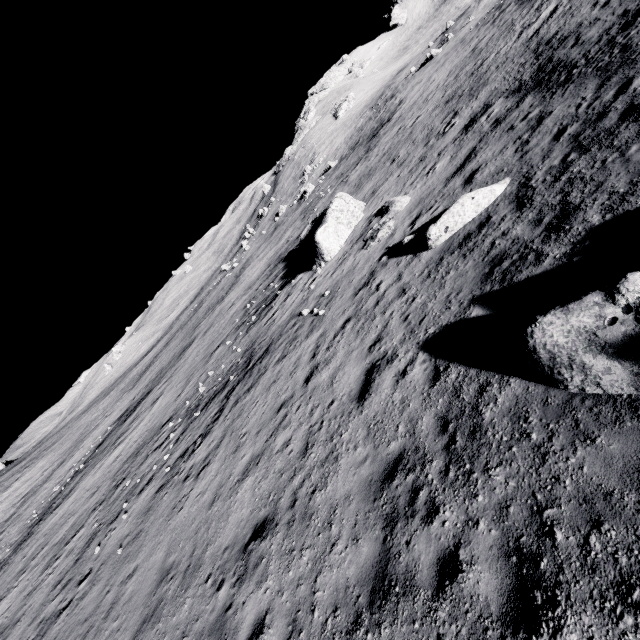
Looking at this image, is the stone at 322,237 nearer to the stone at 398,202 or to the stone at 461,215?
the stone at 398,202

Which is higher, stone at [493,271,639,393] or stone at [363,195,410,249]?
stone at [493,271,639,393]

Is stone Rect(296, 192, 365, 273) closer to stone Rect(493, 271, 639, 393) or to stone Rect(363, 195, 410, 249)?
stone Rect(363, 195, 410, 249)

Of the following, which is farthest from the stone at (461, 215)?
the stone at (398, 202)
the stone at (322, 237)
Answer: the stone at (322, 237)

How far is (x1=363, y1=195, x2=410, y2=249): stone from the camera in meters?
15.7

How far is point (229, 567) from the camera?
7.74m

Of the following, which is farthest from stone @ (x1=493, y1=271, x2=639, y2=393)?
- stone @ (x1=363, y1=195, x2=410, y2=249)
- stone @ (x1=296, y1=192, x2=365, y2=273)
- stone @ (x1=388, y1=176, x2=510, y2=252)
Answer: stone @ (x1=296, y1=192, x2=365, y2=273)

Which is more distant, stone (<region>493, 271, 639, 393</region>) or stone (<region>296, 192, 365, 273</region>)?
stone (<region>296, 192, 365, 273</region>)
